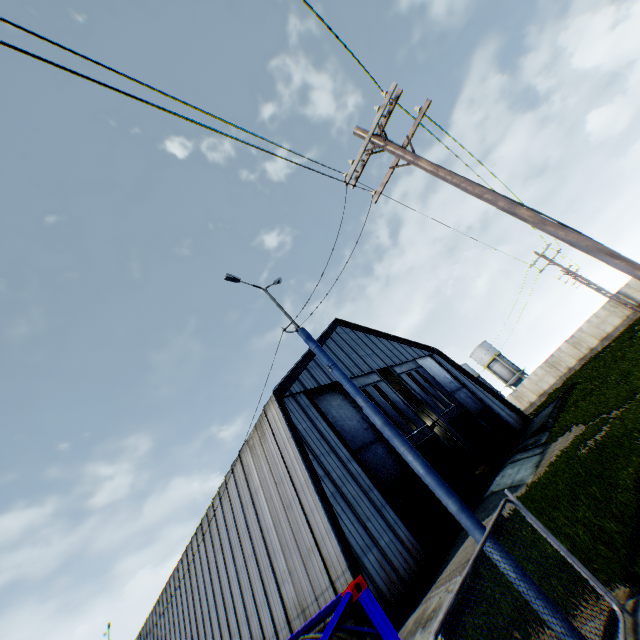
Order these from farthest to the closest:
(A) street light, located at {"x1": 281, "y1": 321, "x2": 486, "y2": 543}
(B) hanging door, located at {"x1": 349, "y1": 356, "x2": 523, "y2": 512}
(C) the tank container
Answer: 1. (B) hanging door, located at {"x1": 349, "y1": 356, "x2": 523, "y2": 512}
2. (A) street light, located at {"x1": 281, "y1": 321, "x2": 486, "y2": 543}
3. (C) the tank container

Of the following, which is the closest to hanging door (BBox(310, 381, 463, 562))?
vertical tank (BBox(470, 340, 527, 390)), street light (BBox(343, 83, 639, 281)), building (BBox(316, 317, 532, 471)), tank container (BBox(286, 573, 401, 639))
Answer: building (BBox(316, 317, 532, 471))

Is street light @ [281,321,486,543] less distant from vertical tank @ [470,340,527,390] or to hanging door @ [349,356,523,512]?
hanging door @ [349,356,523,512]

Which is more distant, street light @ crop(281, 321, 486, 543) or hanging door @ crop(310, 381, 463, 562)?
hanging door @ crop(310, 381, 463, 562)

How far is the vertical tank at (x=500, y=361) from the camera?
55.0m

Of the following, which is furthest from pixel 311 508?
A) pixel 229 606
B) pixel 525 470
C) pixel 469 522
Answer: pixel 525 470

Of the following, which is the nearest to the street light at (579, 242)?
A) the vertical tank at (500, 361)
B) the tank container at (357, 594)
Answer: the tank container at (357, 594)

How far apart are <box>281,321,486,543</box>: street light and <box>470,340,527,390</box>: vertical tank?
56.2 meters
